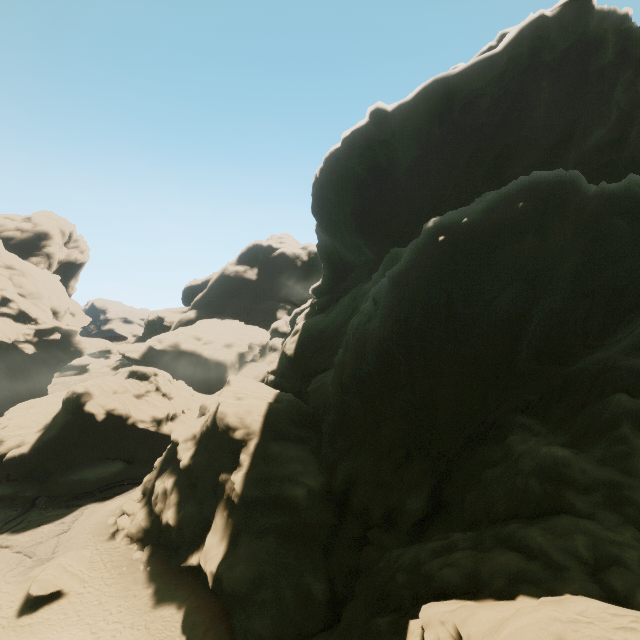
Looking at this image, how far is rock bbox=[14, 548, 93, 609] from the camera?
22.0 meters

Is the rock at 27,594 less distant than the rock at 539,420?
No

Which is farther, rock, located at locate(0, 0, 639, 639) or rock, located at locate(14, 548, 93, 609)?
rock, located at locate(14, 548, 93, 609)

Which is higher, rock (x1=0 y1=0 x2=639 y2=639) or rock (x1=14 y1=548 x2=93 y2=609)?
rock (x1=0 y1=0 x2=639 y2=639)

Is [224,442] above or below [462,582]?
below

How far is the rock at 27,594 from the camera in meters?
22.0
